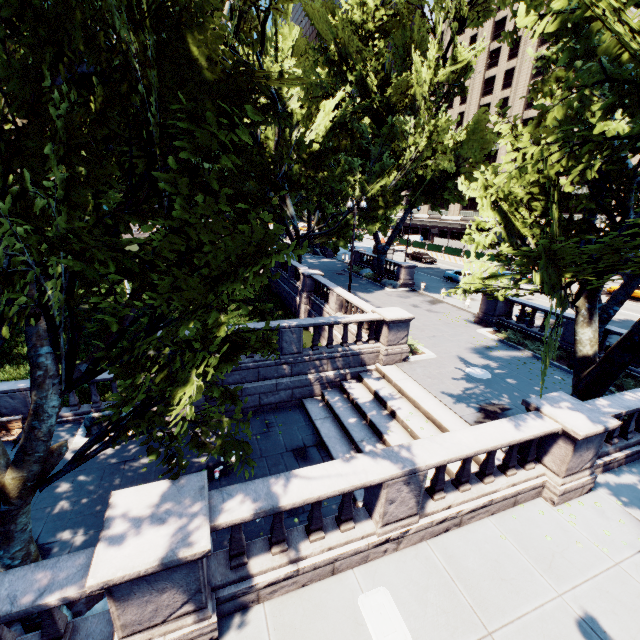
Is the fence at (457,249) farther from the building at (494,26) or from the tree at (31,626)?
the tree at (31,626)

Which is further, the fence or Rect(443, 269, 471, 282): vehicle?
the fence

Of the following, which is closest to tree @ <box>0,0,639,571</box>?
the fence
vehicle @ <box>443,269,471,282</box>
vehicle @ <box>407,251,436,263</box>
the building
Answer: vehicle @ <box>443,269,471,282</box>

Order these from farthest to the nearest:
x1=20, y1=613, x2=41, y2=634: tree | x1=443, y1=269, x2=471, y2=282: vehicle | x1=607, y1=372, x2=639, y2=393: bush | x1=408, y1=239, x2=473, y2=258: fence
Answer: x1=408, y1=239, x2=473, y2=258: fence < x1=443, y1=269, x2=471, y2=282: vehicle < x1=607, y1=372, x2=639, y2=393: bush < x1=20, y1=613, x2=41, y2=634: tree

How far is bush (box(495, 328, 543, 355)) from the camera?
16.9m

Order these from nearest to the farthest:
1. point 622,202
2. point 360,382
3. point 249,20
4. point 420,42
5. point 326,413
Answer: point 622,202 < point 326,413 < point 360,382 < point 249,20 < point 420,42

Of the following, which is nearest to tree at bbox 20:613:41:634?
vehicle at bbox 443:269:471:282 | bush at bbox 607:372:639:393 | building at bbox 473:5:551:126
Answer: bush at bbox 607:372:639:393

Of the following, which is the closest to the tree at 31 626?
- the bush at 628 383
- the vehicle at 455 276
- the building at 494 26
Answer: the bush at 628 383
